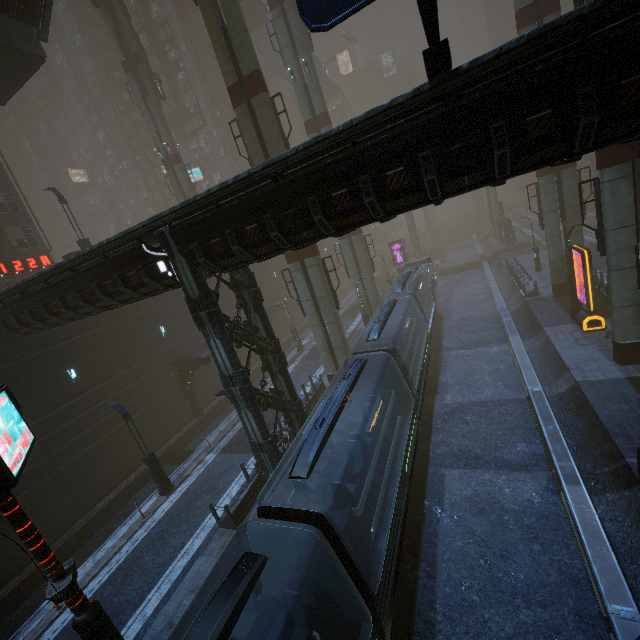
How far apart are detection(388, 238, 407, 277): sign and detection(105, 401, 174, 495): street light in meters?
37.4

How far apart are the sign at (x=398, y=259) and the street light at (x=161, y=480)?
37.4 meters

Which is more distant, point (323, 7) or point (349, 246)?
point (349, 246)

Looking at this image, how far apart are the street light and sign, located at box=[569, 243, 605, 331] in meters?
25.3

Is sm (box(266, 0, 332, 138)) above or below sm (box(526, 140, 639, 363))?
above

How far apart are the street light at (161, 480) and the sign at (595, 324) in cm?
2533

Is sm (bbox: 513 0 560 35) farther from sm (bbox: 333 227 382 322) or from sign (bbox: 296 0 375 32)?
sm (bbox: 333 227 382 322)

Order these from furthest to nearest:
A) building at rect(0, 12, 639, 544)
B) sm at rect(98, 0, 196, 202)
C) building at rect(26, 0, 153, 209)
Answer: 1. building at rect(26, 0, 153, 209)
2. sm at rect(98, 0, 196, 202)
3. building at rect(0, 12, 639, 544)
